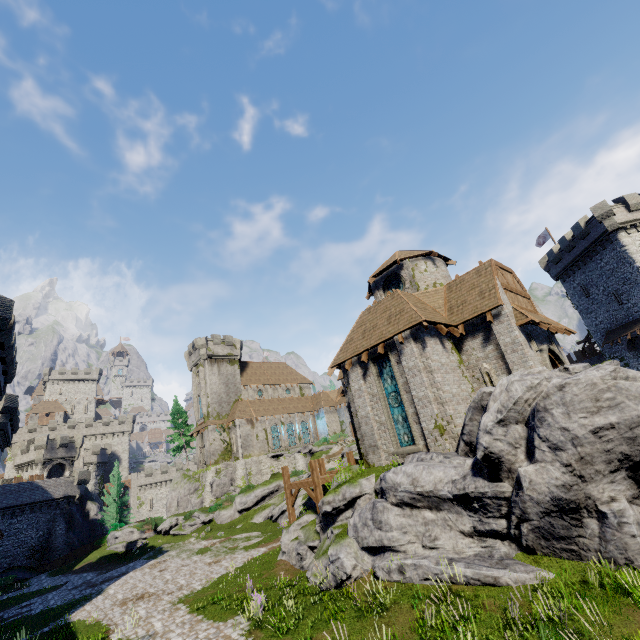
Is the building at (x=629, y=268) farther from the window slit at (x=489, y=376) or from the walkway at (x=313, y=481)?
the walkway at (x=313, y=481)

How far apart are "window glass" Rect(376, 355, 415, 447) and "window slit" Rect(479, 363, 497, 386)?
4.1m

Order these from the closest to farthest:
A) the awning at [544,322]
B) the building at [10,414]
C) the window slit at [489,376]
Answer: the awning at [544,322] → the window slit at [489,376] → the building at [10,414]

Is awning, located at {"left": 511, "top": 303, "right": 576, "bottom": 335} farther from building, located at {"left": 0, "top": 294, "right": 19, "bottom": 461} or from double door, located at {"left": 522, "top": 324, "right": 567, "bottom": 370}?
building, located at {"left": 0, "top": 294, "right": 19, "bottom": 461}

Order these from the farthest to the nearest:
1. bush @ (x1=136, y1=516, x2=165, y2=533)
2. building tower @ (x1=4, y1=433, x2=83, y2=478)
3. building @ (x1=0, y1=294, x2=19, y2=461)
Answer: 1. building tower @ (x1=4, y1=433, x2=83, y2=478)
2. bush @ (x1=136, y1=516, x2=165, y2=533)
3. building @ (x1=0, y1=294, x2=19, y2=461)

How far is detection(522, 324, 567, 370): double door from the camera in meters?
15.4 m

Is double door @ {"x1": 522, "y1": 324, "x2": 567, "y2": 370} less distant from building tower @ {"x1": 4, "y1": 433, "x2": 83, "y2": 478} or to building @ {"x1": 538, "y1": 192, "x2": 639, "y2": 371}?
building @ {"x1": 538, "y1": 192, "x2": 639, "y2": 371}

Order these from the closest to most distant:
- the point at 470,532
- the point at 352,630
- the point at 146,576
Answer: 1. the point at 352,630
2. the point at 470,532
3. the point at 146,576
